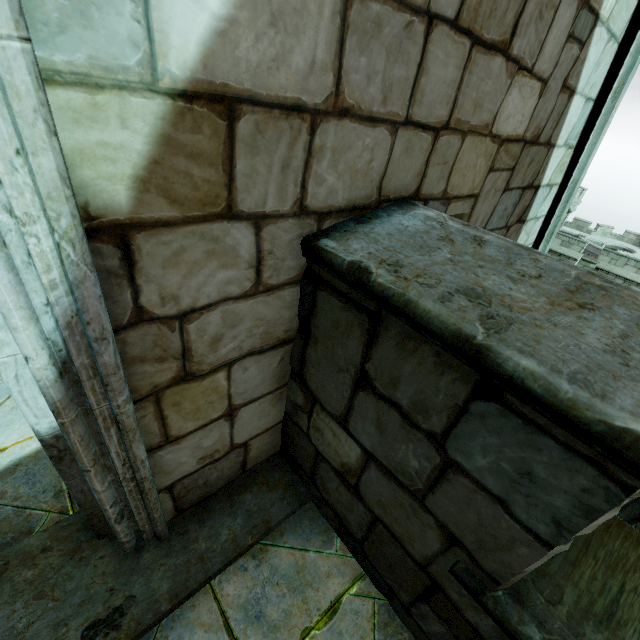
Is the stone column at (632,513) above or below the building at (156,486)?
below

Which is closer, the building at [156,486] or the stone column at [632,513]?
the building at [156,486]

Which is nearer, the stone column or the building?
the building

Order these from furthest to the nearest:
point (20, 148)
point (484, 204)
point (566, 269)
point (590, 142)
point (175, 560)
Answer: point (590, 142)
point (484, 204)
point (175, 560)
point (566, 269)
point (20, 148)

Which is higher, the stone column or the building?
the building
